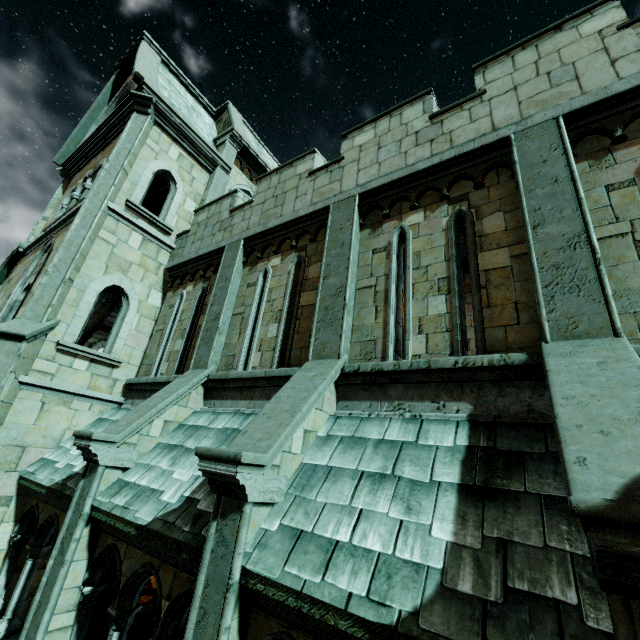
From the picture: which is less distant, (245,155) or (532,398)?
(532,398)
